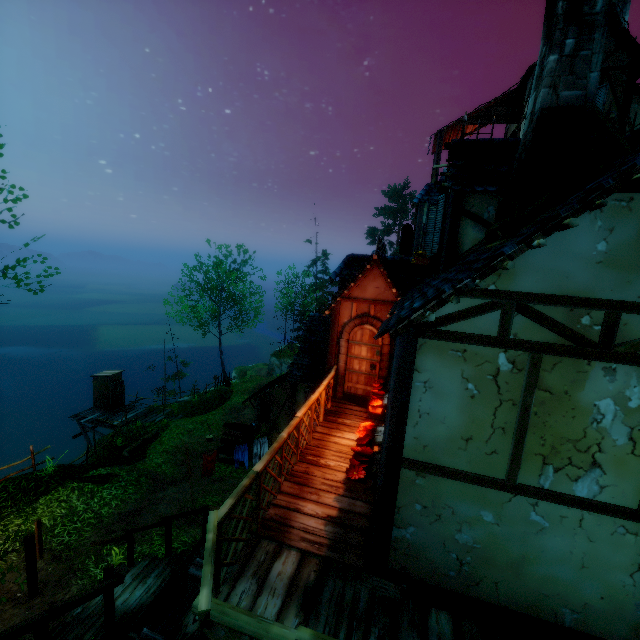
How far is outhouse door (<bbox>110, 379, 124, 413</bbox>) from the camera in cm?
2087

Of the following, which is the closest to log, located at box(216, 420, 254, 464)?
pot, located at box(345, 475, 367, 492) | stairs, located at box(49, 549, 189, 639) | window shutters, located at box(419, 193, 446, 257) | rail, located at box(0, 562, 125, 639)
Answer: stairs, located at box(49, 549, 189, 639)

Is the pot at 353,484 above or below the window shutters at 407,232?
below

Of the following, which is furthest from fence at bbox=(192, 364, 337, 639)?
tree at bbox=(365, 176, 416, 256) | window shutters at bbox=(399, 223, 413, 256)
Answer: window shutters at bbox=(399, 223, 413, 256)

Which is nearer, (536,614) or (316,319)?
(536,614)

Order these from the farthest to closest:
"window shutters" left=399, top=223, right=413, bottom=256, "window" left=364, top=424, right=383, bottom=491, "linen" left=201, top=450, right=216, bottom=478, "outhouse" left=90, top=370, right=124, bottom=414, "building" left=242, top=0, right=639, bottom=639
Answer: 1. "outhouse" left=90, top=370, right=124, bottom=414
2. "window shutters" left=399, top=223, right=413, bottom=256
3. "linen" left=201, top=450, right=216, bottom=478
4. "window" left=364, top=424, right=383, bottom=491
5. "building" left=242, top=0, right=639, bottom=639

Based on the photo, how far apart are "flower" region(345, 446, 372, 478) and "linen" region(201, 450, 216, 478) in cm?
701

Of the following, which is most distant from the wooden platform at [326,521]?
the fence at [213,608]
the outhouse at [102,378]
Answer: the outhouse at [102,378]
